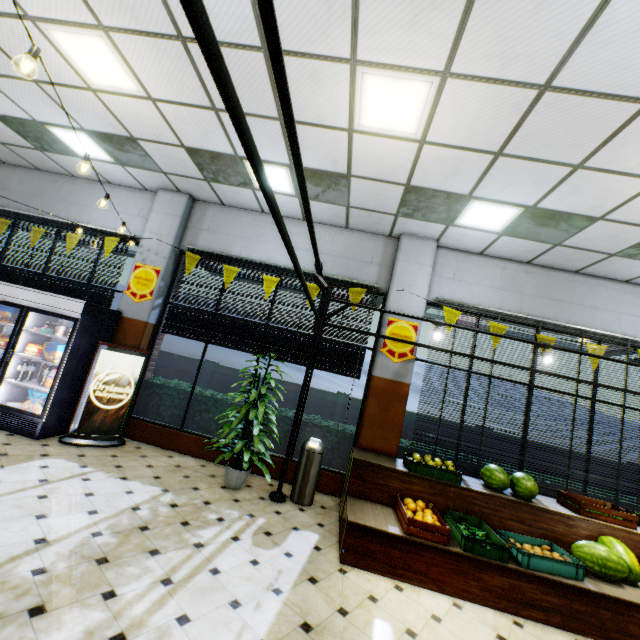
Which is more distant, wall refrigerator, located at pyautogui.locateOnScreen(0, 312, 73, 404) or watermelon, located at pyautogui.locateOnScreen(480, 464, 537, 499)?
wall refrigerator, located at pyautogui.locateOnScreen(0, 312, 73, 404)

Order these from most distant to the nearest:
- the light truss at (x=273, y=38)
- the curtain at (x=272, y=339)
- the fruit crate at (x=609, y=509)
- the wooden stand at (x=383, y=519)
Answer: the curtain at (x=272, y=339) → the fruit crate at (x=609, y=509) → the wooden stand at (x=383, y=519) → the light truss at (x=273, y=38)

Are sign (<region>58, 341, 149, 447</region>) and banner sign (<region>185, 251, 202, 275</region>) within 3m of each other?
yes

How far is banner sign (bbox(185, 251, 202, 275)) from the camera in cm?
635

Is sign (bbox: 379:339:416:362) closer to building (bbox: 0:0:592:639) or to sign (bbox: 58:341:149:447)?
building (bbox: 0:0:592:639)

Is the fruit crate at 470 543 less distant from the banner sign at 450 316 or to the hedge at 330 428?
the hedge at 330 428

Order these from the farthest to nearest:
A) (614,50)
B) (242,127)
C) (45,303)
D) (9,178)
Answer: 1. (9,178)
2. (45,303)
3. (614,50)
4. (242,127)

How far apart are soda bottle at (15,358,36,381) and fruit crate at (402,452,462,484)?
6.47m
